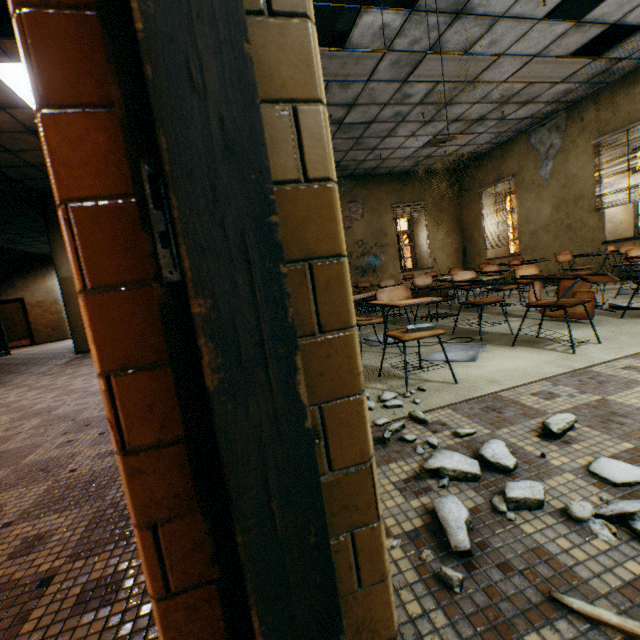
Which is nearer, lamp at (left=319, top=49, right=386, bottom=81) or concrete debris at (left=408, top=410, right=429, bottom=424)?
concrete debris at (left=408, top=410, right=429, bottom=424)

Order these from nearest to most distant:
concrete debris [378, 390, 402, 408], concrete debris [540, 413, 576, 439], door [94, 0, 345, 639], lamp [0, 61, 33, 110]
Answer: door [94, 0, 345, 639] → concrete debris [540, 413, 576, 439] → concrete debris [378, 390, 402, 408] → lamp [0, 61, 33, 110]

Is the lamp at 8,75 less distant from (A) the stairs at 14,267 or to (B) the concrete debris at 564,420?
(B) the concrete debris at 564,420

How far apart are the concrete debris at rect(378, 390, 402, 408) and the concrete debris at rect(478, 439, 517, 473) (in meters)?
0.48

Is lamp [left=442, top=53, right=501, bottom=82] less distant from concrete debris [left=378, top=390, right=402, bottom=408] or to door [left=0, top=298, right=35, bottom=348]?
concrete debris [left=378, top=390, right=402, bottom=408]

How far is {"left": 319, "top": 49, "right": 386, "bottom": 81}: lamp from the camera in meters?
4.5

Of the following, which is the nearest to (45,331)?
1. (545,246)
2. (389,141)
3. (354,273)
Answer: (354,273)

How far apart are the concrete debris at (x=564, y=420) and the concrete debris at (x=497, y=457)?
0.27m
